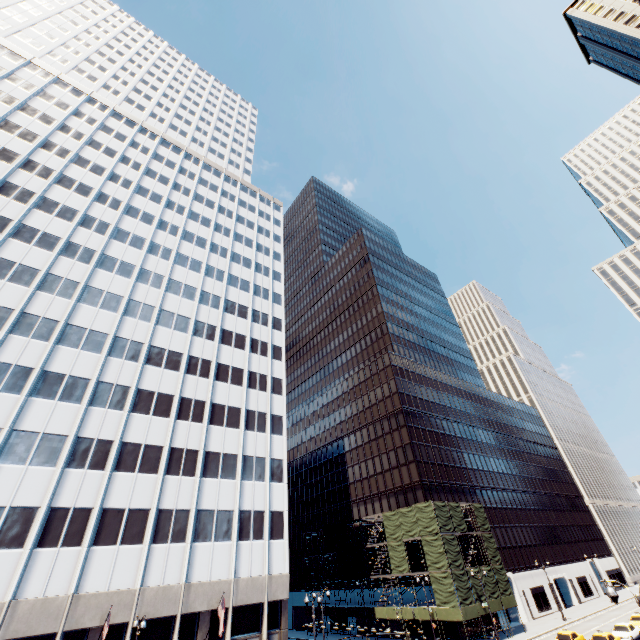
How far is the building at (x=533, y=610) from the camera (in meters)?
51.41

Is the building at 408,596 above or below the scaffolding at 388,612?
above

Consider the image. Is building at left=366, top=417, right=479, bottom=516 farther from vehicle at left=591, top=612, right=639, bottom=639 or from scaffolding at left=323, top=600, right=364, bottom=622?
vehicle at left=591, top=612, right=639, bottom=639

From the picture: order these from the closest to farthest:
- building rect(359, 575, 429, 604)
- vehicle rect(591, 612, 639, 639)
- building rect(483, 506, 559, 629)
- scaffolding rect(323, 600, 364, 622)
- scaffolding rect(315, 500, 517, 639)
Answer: vehicle rect(591, 612, 639, 639) < scaffolding rect(315, 500, 517, 639) < building rect(359, 575, 429, 604) < scaffolding rect(323, 600, 364, 622) < building rect(483, 506, 559, 629)

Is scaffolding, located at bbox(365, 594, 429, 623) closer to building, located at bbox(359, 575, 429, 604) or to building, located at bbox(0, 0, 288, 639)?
building, located at bbox(359, 575, 429, 604)

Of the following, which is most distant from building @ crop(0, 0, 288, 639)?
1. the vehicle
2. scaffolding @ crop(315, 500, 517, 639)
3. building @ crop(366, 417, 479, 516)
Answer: the vehicle

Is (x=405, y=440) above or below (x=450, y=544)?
above
